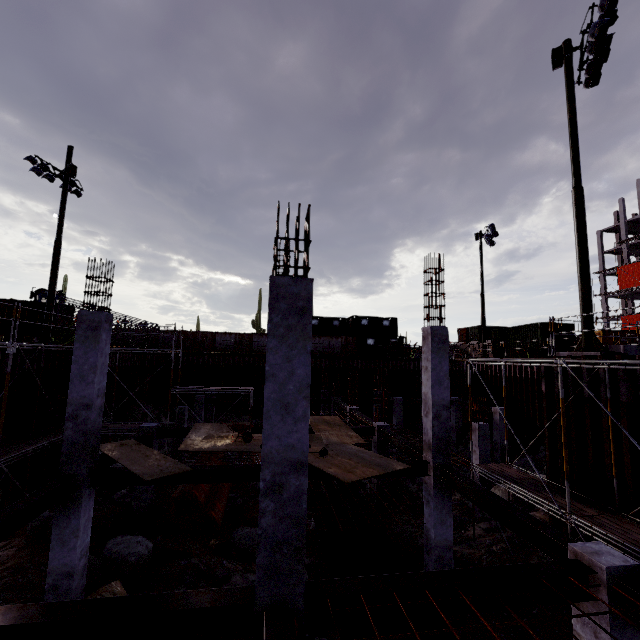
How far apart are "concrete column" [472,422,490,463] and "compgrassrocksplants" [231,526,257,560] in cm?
968

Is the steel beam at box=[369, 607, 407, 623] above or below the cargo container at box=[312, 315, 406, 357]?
below

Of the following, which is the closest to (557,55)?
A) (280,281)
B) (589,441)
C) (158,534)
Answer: (589,441)

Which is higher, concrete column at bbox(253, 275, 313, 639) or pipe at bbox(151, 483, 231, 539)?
concrete column at bbox(253, 275, 313, 639)

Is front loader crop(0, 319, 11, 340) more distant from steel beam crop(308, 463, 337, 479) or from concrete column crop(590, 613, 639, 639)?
concrete column crop(590, 613, 639, 639)

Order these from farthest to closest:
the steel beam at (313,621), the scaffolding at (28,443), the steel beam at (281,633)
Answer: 1. the scaffolding at (28,443)
2. the steel beam at (313,621)
3. the steel beam at (281,633)

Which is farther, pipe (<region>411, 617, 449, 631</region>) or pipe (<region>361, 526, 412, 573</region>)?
pipe (<region>361, 526, 412, 573</region>)

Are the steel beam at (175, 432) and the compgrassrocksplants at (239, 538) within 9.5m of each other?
yes
